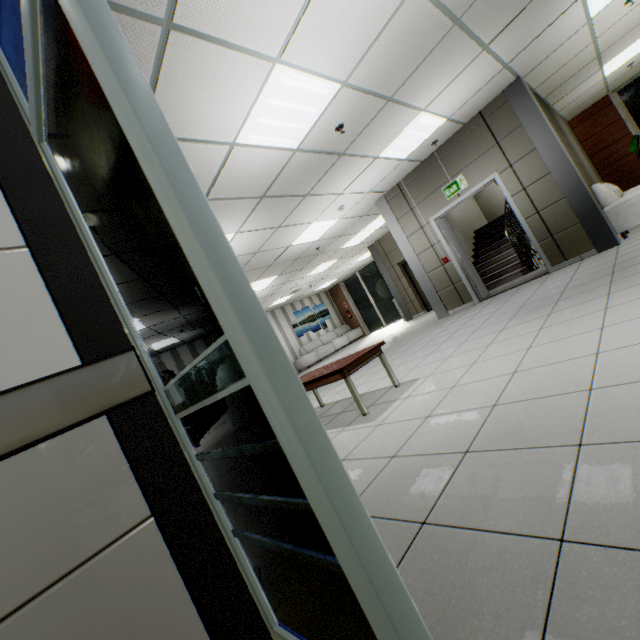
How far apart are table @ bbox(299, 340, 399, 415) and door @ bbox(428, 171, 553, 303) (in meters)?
4.28

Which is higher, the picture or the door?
the picture

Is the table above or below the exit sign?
below

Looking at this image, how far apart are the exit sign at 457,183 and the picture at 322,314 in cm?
1039

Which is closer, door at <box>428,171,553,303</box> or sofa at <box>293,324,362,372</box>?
door at <box>428,171,553,303</box>

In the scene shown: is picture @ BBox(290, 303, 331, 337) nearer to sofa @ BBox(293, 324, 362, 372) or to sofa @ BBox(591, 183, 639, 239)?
sofa @ BBox(293, 324, 362, 372)

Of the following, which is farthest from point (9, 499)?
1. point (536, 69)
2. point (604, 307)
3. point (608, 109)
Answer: point (608, 109)

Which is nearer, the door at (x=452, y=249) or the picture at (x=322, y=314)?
the door at (x=452, y=249)
